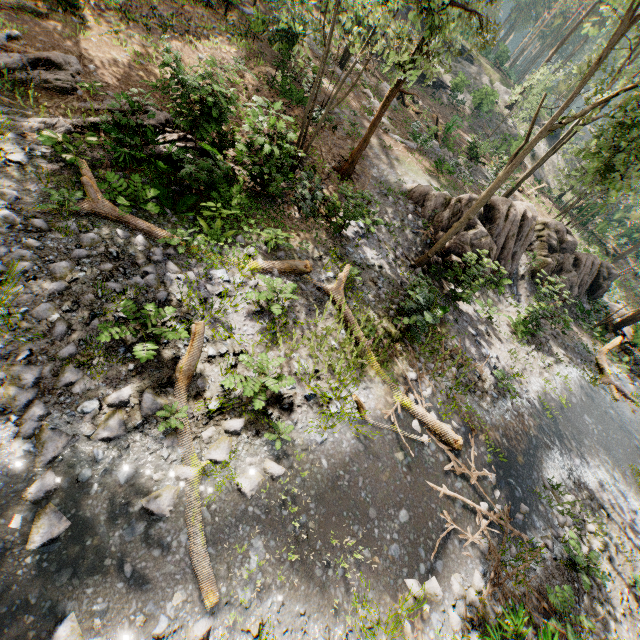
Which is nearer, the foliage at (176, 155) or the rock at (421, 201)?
the foliage at (176, 155)

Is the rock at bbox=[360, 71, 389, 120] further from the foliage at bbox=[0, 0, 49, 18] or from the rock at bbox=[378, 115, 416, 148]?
the foliage at bbox=[0, 0, 49, 18]

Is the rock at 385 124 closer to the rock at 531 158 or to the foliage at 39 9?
the foliage at 39 9

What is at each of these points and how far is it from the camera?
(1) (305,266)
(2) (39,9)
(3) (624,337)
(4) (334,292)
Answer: (1) foliage, 10.33m
(2) foliage, 11.19m
(3) foliage, 23.19m
(4) foliage, 10.51m

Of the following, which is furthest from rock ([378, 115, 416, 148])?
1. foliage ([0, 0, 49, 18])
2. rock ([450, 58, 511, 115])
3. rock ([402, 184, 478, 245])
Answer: rock ([450, 58, 511, 115])

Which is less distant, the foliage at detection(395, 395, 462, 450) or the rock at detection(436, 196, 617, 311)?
the foliage at detection(395, 395, 462, 450)

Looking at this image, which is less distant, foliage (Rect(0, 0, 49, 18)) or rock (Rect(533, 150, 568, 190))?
foliage (Rect(0, 0, 49, 18))

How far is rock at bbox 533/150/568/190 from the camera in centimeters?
3880cm
